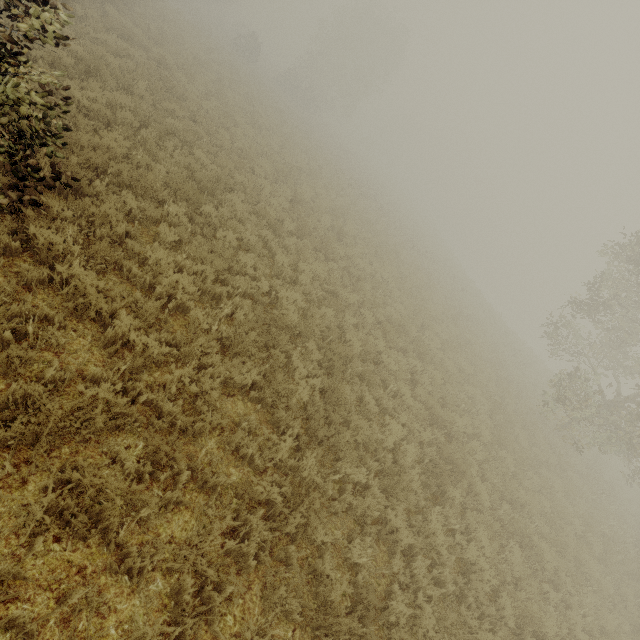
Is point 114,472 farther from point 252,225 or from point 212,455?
point 252,225
